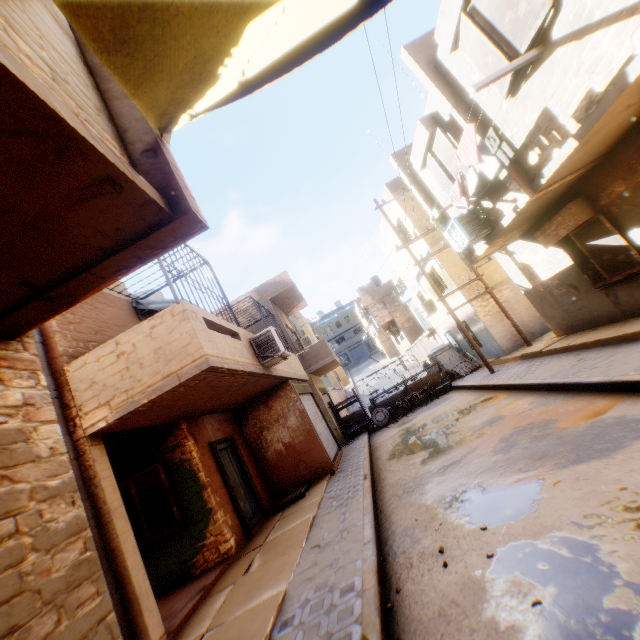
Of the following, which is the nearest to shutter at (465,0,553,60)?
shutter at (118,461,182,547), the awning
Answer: shutter at (118,461,182,547)

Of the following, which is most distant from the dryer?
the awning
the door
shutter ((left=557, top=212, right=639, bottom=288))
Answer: the door

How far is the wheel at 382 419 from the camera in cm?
1605

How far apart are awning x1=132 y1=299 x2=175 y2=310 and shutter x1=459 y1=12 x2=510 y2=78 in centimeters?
821cm

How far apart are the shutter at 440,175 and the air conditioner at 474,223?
Answer: 0.6m

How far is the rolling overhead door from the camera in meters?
11.5 m

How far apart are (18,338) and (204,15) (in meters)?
2.79

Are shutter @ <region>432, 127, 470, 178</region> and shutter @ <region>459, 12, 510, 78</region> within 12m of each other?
yes
